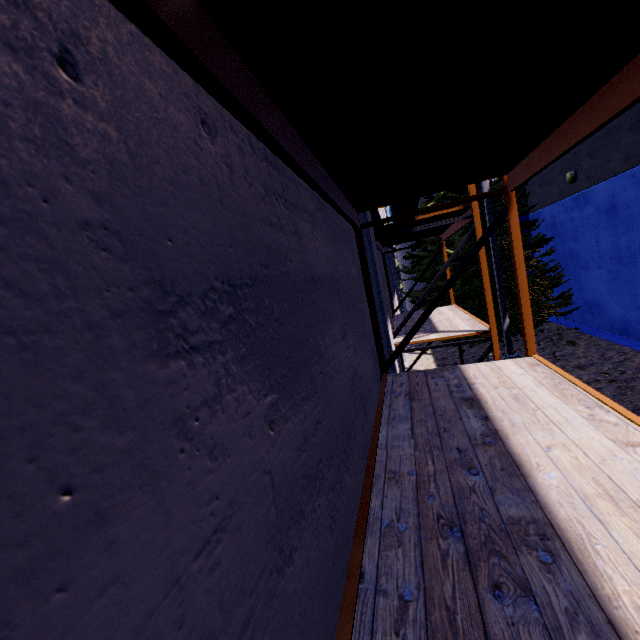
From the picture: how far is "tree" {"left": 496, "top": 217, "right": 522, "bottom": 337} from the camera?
11.8 meters

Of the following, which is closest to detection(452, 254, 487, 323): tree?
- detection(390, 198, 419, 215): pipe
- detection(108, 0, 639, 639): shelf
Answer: detection(390, 198, 419, 215): pipe

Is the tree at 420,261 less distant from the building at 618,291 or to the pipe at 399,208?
the building at 618,291

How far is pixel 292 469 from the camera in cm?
127

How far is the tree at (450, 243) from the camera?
12.43m

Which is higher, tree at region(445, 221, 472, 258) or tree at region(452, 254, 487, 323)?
tree at region(445, 221, 472, 258)

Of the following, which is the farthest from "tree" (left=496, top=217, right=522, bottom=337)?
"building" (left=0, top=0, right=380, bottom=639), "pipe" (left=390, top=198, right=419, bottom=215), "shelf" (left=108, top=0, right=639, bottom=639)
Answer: "shelf" (left=108, top=0, right=639, bottom=639)

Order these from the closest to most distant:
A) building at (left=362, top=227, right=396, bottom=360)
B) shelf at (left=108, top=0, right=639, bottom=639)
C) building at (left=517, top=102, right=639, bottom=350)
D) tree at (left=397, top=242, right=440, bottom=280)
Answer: shelf at (left=108, top=0, right=639, bottom=639) < building at (left=362, top=227, right=396, bottom=360) < building at (left=517, top=102, right=639, bottom=350) < tree at (left=397, top=242, right=440, bottom=280)
